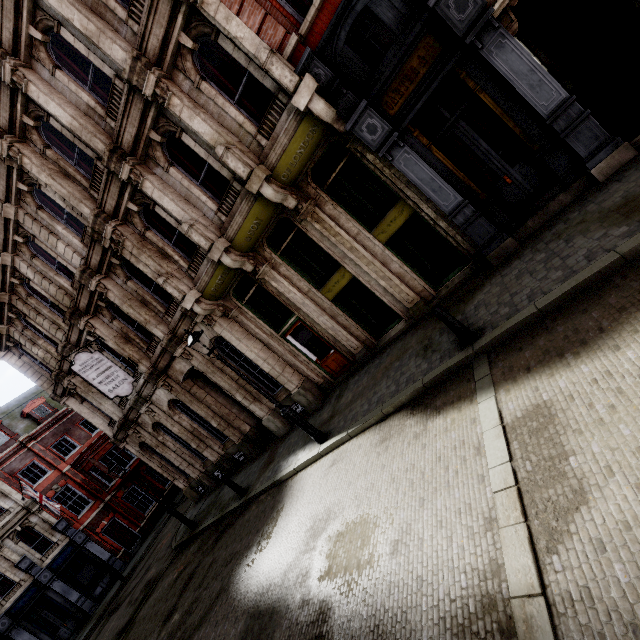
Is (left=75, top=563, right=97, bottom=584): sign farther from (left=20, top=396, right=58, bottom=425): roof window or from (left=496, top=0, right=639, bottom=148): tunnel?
(left=496, top=0, right=639, bottom=148): tunnel

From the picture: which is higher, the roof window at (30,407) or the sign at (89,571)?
the roof window at (30,407)

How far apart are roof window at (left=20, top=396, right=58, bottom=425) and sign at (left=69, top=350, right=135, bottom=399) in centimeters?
2142cm

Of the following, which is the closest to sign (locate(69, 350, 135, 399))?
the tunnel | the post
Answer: the post

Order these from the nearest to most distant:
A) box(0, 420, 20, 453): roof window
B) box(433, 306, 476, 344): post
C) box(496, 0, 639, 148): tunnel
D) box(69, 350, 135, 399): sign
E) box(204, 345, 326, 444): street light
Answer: box(433, 306, 476, 344): post, box(496, 0, 639, 148): tunnel, box(204, 345, 326, 444): street light, box(69, 350, 135, 399): sign, box(0, 420, 20, 453): roof window

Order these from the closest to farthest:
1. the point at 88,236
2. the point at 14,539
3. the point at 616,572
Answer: the point at 616,572
the point at 88,236
the point at 14,539

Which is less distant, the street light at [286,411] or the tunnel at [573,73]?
the tunnel at [573,73]

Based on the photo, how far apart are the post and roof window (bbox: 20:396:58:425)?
34.4m
